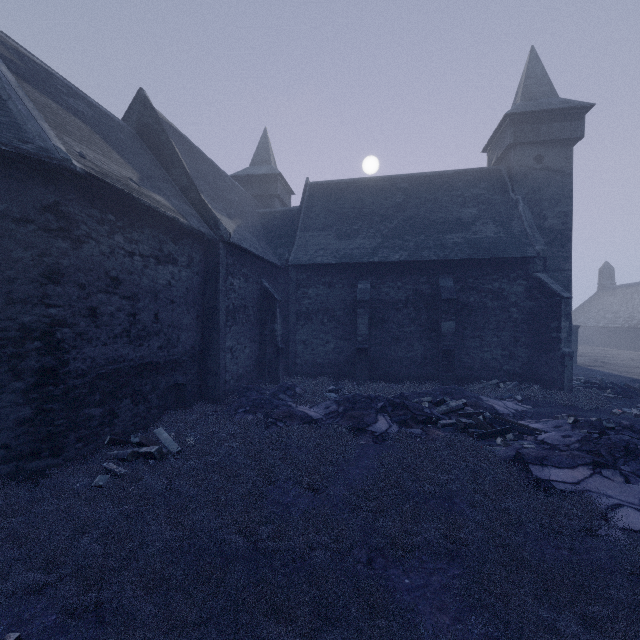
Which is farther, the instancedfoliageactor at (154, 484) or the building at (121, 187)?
the building at (121, 187)

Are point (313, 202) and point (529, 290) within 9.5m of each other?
no

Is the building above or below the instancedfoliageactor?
above

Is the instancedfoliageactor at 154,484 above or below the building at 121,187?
below

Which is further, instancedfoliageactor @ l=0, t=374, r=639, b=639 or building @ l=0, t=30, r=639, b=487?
building @ l=0, t=30, r=639, b=487
